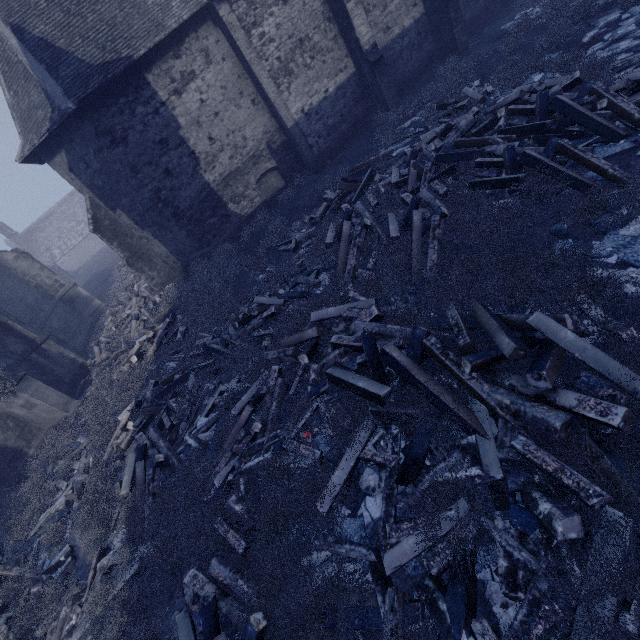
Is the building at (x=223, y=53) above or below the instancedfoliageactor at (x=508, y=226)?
above

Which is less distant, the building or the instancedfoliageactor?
the instancedfoliageactor

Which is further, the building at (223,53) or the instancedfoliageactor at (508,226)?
the building at (223,53)

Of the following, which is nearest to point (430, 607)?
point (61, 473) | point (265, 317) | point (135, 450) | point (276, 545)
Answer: point (276, 545)

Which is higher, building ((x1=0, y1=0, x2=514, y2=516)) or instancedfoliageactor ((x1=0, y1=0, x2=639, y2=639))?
building ((x1=0, y1=0, x2=514, y2=516))
